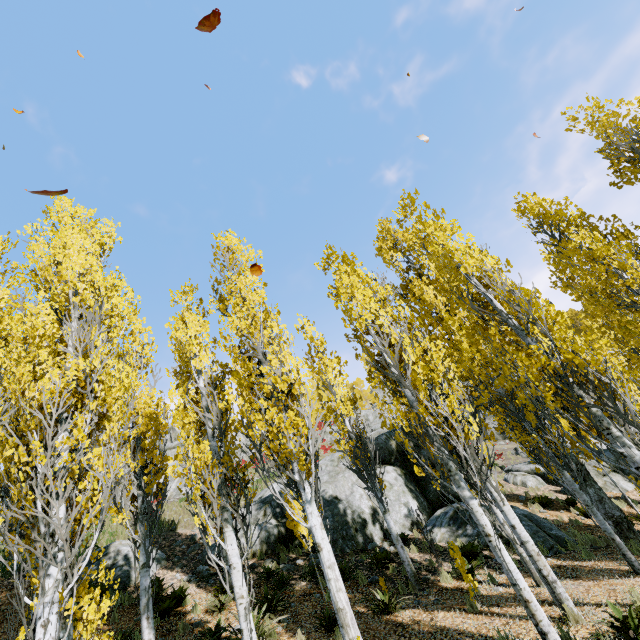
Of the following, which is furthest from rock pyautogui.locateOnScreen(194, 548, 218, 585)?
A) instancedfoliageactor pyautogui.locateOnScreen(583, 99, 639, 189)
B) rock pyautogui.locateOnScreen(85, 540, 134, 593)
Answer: rock pyautogui.locateOnScreen(85, 540, 134, 593)

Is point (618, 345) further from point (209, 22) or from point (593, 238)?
point (209, 22)

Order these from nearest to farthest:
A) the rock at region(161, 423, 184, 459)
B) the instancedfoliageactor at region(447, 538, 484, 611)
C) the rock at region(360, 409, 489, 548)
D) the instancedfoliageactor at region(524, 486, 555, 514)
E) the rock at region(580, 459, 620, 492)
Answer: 1. the instancedfoliageactor at region(447, 538, 484, 611)
2. the rock at region(360, 409, 489, 548)
3. the instancedfoliageactor at region(524, 486, 555, 514)
4. the rock at region(580, 459, 620, 492)
5. the rock at region(161, 423, 184, 459)

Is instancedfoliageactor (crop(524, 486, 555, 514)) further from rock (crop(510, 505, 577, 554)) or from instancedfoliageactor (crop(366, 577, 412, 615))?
instancedfoliageactor (crop(366, 577, 412, 615))

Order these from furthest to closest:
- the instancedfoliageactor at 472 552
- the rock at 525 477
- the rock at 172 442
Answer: the rock at 172 442, the rock at 525 477, the instancedfoliageactor at 472 552

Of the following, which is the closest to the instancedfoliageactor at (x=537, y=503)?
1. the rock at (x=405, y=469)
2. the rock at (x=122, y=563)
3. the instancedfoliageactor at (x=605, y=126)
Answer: the rock at (x=405, y=469)

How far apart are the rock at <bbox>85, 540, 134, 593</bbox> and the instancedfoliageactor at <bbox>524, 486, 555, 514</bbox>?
16.0 meters
